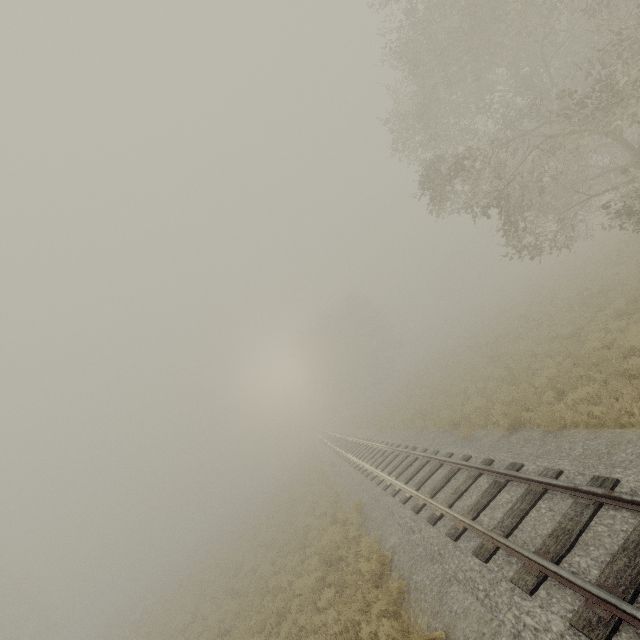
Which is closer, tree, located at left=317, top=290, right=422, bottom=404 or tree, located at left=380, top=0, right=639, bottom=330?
tree, located at left=380, top=0, right=639, bottom=330

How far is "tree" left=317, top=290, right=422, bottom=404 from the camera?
52.6 meters

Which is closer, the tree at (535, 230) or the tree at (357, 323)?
the tree at (535, 230)

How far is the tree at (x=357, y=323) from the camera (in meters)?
52.59

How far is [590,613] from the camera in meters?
4.1 m
